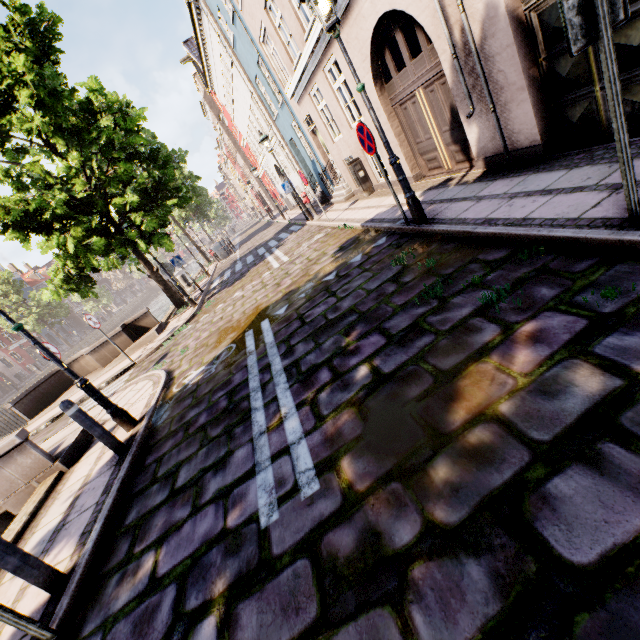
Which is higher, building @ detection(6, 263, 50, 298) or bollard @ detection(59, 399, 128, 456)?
building @ detection(6, 263, 50, 298)

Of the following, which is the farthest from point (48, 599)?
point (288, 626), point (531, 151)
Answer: point (531, 151)

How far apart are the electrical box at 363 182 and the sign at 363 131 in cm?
553

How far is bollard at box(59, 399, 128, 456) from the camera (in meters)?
4.37

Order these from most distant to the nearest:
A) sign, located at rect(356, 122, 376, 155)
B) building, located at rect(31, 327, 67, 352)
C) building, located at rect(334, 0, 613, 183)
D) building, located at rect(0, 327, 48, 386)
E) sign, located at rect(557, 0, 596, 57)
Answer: building, located at rect(31, 327, 67, 352) → building, located at rect(0, 327, 48, 386) → sign, located at rect(356, 122, 376, 155) → building, located at rect(334, 0, 613, 183) → sign, located at rect(557, 0, 596, 57)

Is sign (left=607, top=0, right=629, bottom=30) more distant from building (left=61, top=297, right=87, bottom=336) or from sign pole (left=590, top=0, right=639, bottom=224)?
building (left=61, top=297, right=87, bottom=336)

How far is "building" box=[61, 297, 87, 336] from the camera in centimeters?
5691cm

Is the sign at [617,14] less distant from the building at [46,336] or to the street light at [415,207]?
the street light at [415,207]
